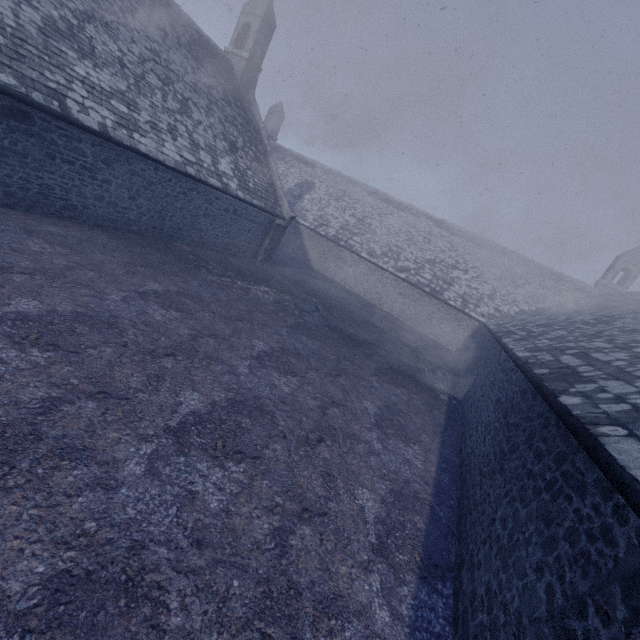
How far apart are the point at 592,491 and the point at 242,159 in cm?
1767
